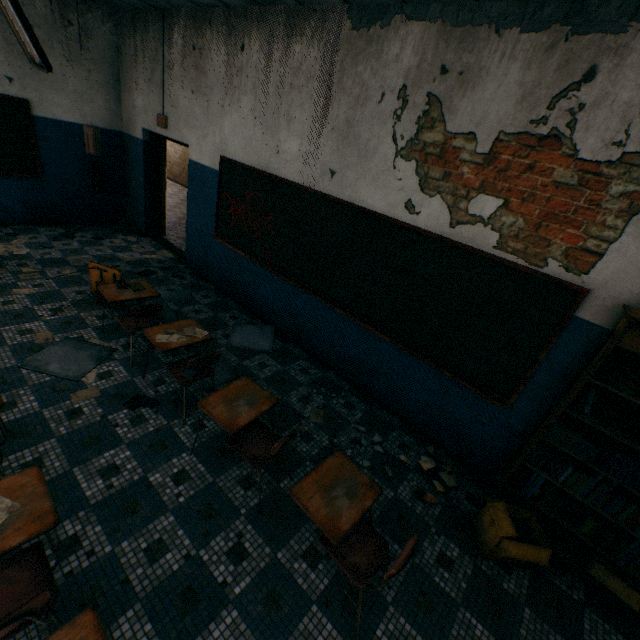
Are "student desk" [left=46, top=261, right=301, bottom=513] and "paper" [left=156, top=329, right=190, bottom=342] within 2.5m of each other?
yes

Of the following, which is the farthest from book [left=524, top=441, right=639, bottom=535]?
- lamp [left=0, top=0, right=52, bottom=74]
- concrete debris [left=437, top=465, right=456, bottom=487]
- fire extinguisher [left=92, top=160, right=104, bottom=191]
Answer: fire extinguisher [left=92, top=160, right=104, bottom=191]

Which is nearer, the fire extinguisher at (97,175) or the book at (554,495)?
the book at (554,495)

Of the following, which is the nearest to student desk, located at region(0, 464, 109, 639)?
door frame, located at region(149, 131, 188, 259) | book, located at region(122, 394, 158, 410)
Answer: book, located at region(122, 394, 158, 410)

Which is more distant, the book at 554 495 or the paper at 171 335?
the paper at 171 335

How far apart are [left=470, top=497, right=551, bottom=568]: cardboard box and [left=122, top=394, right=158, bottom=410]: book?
3.31m

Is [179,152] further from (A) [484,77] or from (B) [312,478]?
(B) [312,478]

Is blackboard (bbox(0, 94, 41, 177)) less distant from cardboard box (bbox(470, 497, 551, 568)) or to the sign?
the sign
